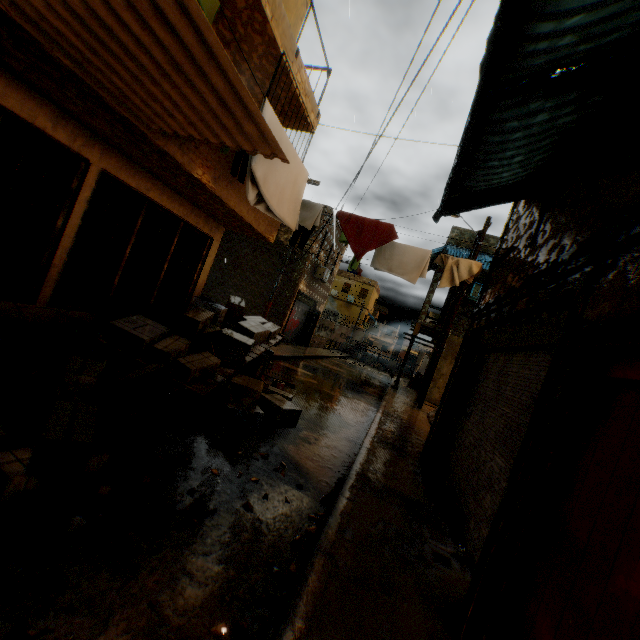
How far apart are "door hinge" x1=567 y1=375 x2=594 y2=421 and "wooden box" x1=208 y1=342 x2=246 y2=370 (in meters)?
5.11

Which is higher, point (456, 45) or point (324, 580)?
point (456, 45)

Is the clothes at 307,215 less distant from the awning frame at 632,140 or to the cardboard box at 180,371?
the cardboard box at 180,371

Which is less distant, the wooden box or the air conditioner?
the wooden box

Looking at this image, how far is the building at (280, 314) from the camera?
18.27m

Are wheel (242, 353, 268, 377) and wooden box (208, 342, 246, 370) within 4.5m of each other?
yes

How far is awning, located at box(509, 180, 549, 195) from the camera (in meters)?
4.62

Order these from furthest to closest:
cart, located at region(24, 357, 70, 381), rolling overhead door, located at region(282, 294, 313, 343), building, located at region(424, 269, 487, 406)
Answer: rolling overhead door, located at region(282, 294, 313, 343) → building, located at region(424, 269, 487, 406) → cart, located at region(24, 357, 70, 381)
